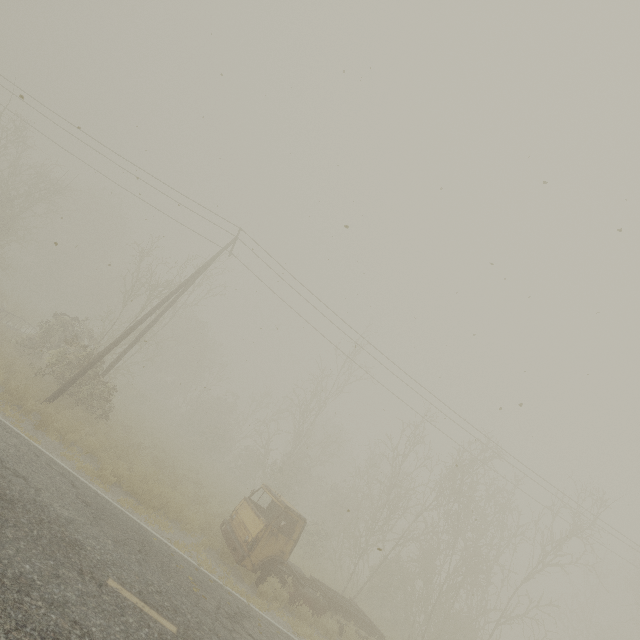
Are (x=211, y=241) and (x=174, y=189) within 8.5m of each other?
yes
